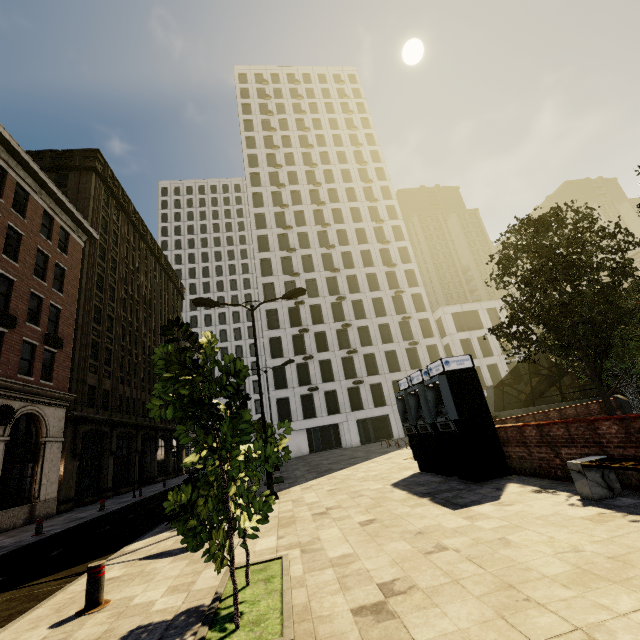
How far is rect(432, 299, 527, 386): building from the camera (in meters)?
43.53

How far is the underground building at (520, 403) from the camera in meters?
18.4 m

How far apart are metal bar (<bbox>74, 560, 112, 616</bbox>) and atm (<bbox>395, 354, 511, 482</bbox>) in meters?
7.9

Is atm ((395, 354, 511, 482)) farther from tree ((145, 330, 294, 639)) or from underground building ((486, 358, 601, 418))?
underground building ((486, 358, 601, 418))

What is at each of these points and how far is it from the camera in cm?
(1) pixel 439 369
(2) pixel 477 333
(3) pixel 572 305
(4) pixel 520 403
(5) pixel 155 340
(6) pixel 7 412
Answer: (1) atm, 960
(2) building, 4509
(3) tree, 911
(4) underground building, 2423
(5) building, 3909
(6) air conditioner, 1590

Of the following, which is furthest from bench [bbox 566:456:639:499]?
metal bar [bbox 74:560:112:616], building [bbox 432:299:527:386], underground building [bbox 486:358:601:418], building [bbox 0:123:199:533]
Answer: building [bbox 432:299:527:386]

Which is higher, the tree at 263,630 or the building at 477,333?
the building at 477,333

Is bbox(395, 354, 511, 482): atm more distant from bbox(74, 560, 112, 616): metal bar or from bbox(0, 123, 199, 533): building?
bbox(0, 123, 199, 533): building
